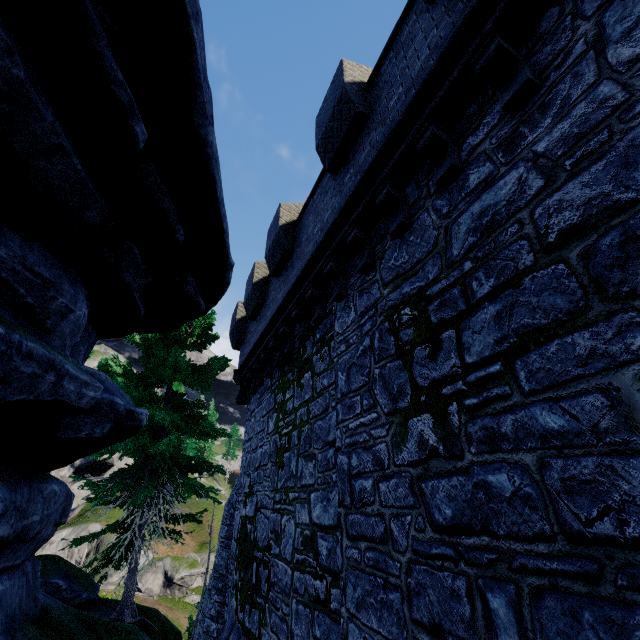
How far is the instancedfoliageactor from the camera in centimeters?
5591cm

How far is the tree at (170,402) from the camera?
9.9m

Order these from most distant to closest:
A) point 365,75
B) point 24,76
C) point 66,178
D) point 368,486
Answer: point 365,75 < point 368,486 < point 66,178 < point 24,76

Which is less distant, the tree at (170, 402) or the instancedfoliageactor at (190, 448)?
the tree at (170, 402)

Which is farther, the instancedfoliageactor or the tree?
the instancedfoliageactor

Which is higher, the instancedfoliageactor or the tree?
the instancedfoliageactor

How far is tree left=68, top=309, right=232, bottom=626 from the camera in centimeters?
991cm
